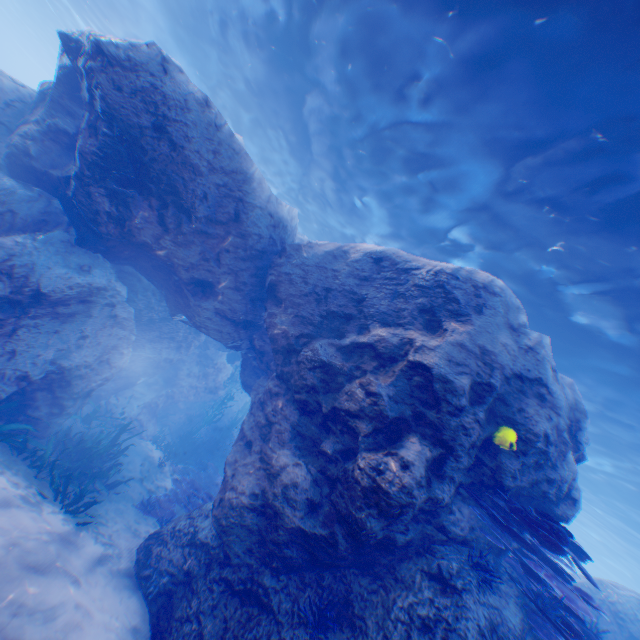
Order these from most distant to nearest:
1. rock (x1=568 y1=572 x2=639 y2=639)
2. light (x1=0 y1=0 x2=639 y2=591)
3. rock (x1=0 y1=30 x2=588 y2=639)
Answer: rock (x1=568 y1=572 x2=639 y2=639) < light (x1=0 y1=0 x2=639 y2=591) < rock (x1=0 y1=30 x2=588 y2=639)

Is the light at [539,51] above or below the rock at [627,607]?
above

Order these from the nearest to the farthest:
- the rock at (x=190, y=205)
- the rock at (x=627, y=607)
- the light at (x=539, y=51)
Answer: the rock at (x=190, y=205) → the light at (x=539, y=51) → the rock at (x=627, y=607)

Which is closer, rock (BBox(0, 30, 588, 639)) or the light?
rock (BBox(0, 30, 588, 639))

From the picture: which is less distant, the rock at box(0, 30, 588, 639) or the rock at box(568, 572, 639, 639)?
the rock at box(0, 30, 588, 639)

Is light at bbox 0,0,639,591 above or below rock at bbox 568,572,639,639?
above

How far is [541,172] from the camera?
7.03m
